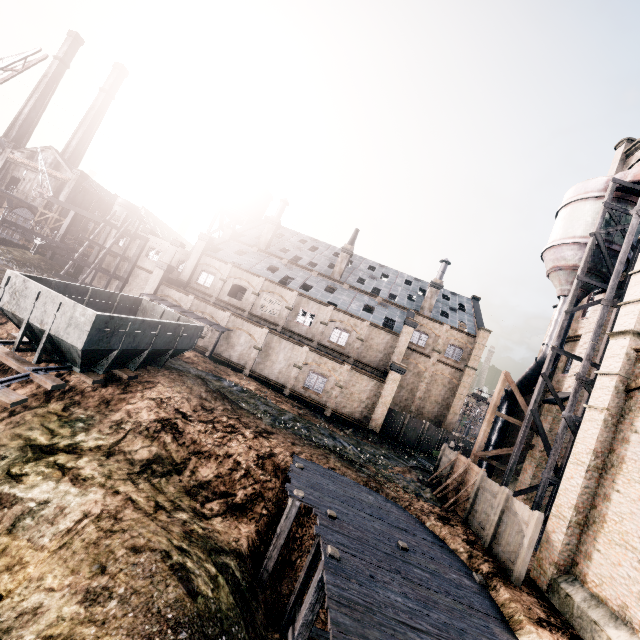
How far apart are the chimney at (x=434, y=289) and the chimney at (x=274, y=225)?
21.98m

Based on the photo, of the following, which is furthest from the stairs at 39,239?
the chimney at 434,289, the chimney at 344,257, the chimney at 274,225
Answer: the chimney at 434,289

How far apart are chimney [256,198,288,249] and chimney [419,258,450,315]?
22.0m

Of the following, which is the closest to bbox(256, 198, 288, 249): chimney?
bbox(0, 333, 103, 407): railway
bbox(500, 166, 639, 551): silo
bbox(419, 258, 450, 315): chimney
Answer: bbox(419, 258, 450, 315): chimney

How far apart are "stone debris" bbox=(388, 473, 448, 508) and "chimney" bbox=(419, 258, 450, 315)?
24.4 meters

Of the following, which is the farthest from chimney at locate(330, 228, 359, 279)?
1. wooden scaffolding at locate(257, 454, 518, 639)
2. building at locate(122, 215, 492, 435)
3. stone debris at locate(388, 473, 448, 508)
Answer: wooden scaffolding at locate(257, 454, 518, 639)

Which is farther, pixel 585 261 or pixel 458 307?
pixel 458 307

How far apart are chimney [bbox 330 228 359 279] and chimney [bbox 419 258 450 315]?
10.8 meters
